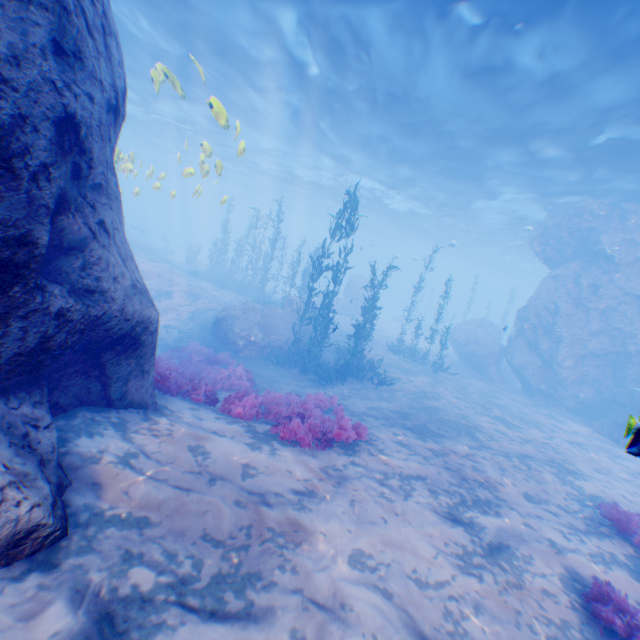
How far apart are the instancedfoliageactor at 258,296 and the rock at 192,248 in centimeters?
1847cm

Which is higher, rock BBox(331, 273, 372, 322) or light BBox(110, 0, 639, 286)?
light BBox(110, 0, 639, 286)

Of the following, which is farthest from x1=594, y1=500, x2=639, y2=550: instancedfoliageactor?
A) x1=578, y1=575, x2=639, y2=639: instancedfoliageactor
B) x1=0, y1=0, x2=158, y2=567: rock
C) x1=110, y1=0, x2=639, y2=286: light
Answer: x1=110, y1=0, x2=639, y2=286: light

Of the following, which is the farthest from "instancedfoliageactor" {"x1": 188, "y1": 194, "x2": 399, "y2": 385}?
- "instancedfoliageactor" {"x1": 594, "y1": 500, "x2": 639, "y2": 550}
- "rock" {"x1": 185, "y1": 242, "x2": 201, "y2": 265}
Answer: "rock" {"x1": 185, "y1": 242, "x2": 201, "y2": 265}

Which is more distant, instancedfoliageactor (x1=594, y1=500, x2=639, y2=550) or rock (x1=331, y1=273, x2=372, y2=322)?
rock (x1=331, y1=273, x2=372, y2=322)

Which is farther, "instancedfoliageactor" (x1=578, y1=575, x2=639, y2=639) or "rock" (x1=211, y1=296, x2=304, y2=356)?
"rock" (x1=211, y1=296, x2=304, y2=356)

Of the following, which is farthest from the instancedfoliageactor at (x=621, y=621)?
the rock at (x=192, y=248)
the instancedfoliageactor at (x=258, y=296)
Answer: the rock at (x=192, y=248)

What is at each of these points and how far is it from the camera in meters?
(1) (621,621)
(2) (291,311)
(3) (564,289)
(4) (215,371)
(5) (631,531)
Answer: (1) instancedfoliageactor, 4.3 m
(2) rock, 19.8 m
(3) rock, 19.5 m
(4) instancedfoliageactor, 11.7 m
(5) instancedfoliageactor, 6.6 m
